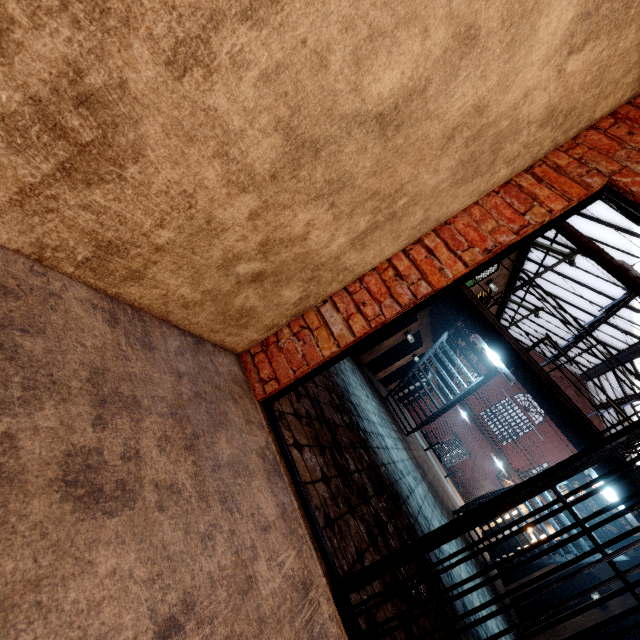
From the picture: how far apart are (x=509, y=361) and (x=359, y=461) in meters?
4.7

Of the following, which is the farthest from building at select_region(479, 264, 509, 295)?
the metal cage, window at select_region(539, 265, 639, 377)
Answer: the metal cage

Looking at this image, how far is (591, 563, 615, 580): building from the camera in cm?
824

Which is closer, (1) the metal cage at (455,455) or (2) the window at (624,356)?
(2) the window at (624,356)

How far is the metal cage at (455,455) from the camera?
32.47m

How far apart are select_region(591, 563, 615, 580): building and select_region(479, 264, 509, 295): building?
8.0m

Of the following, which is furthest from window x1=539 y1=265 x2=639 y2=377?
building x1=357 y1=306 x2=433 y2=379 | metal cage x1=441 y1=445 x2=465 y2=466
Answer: metal cage x1=441 y1=445 x2=465 y2=466

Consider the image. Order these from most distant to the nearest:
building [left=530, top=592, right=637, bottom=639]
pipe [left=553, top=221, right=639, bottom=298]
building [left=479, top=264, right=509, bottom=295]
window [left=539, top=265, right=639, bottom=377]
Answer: window [left=539, top=265, right=639, bottom=377], building [left=479, top=264, right=509, bottom=295], building [left=530, top=592, right=637, bottom=639], pipe [left=553, top=221, right=639, bottom=298]
